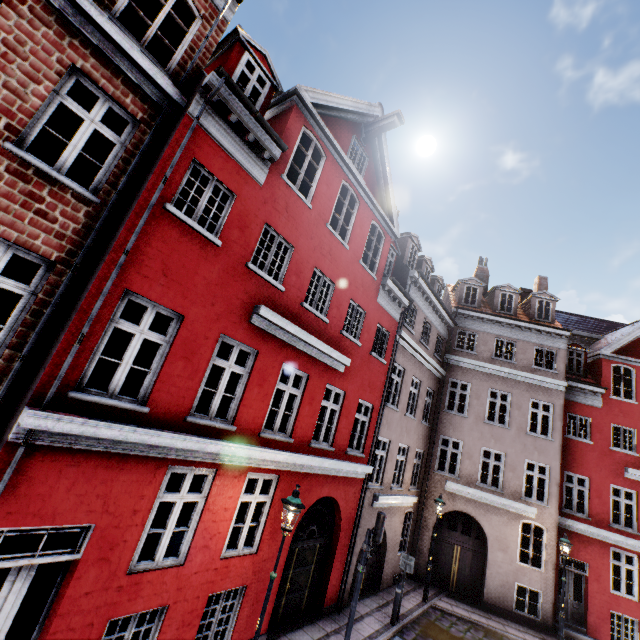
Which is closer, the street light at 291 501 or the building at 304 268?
the building at 304 268

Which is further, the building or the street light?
the street light

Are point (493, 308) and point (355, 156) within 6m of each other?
no
